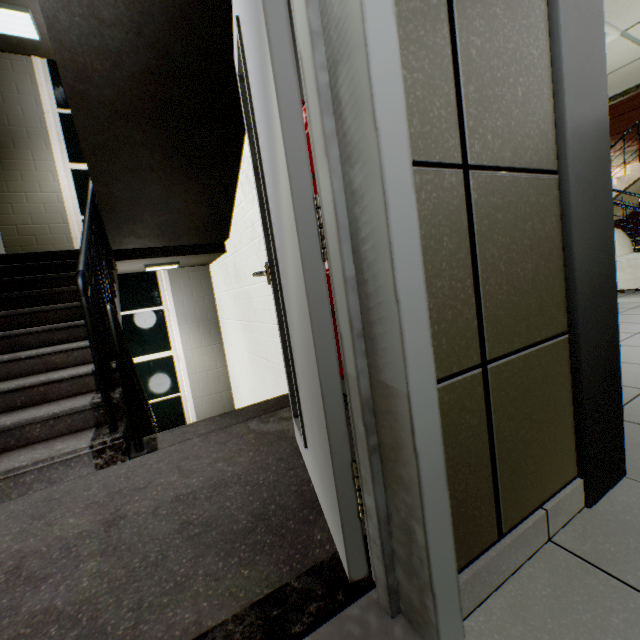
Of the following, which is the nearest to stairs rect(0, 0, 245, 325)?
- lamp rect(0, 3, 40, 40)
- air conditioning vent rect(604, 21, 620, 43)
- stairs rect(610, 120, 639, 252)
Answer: lamp rect(0, 3, 40, 40)

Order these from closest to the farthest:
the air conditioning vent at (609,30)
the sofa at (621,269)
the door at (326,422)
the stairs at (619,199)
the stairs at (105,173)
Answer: the door at (326,422) → the stairs at (105,173) → the air conditioning vent at (609,30) → the sofa at (621,269) → the stairs at (619,199)

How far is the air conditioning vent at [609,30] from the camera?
3.61m

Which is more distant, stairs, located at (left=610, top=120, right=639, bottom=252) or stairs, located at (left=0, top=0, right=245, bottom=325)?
stairs, located at (left=610, top=120, right=639, bottom=252)

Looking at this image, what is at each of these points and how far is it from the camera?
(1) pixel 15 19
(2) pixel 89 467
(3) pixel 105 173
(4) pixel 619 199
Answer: (1) lamp, 4.4m
(2) stairs, 1.8m
(3) stairs, 3.2m
(4) stairs, 8.4m

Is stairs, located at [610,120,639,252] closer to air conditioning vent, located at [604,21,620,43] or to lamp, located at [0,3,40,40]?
air conditioning vent, located at [604,21,620,43]

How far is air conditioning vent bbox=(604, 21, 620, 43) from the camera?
3.61m

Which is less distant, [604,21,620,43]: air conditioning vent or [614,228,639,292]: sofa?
[604,21,620,43]: air conditioning vent
